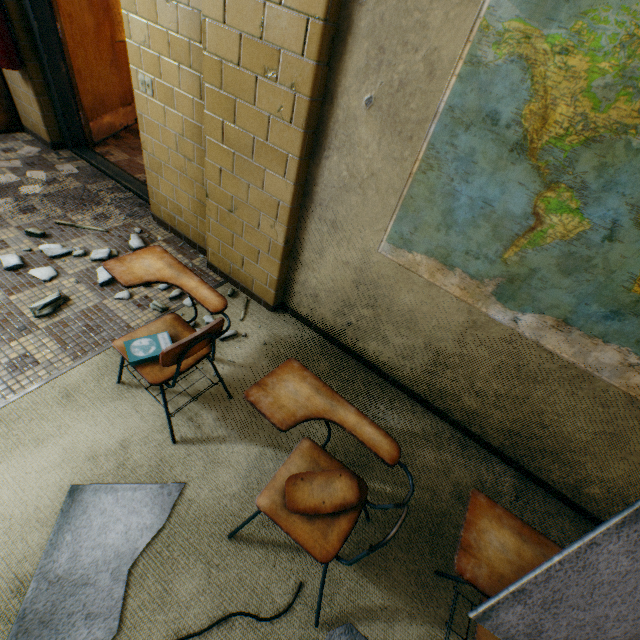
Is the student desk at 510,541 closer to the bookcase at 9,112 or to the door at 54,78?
the door at 54,78

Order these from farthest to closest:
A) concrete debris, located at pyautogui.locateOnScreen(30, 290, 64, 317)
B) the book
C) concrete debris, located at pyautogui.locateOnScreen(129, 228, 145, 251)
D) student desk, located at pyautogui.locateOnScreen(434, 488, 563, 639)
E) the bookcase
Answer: the bookcase
concrete debris, located at pyautogui.locateOnScreen(129, 228, 145, 251)
concrete debris, located at pyautogui.locateOnScreen(30, 290, 64, 317)
the book
student desk, located at pyautogui.locateOnScreen(434, 488, 563, 639)

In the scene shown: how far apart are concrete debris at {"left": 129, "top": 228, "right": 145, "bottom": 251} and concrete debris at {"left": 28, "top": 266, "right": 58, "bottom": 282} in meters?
0.1 m

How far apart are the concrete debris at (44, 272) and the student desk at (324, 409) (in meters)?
2.09

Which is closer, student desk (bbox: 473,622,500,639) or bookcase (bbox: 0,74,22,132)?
student desk (bbox: 473,622,500,639)

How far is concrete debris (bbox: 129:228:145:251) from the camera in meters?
2.8 m

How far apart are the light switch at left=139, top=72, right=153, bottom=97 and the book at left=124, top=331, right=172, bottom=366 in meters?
1.9 m

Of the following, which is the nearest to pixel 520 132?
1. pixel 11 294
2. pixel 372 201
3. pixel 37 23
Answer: pixel 372 201
